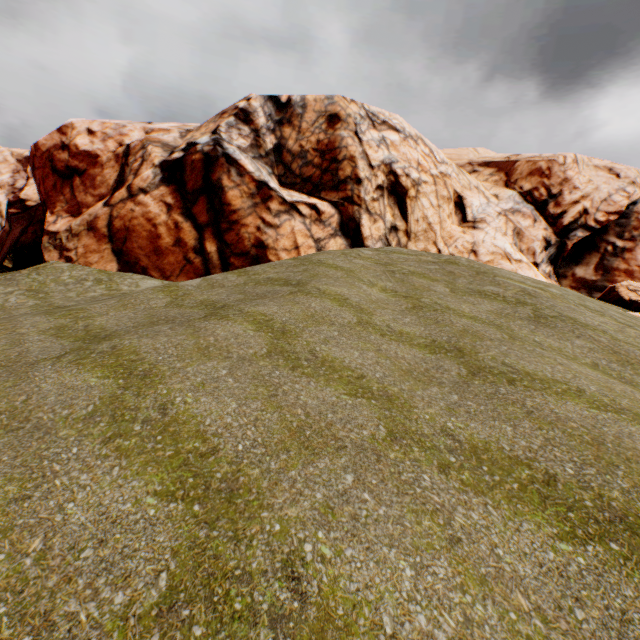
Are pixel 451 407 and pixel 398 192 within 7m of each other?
no
